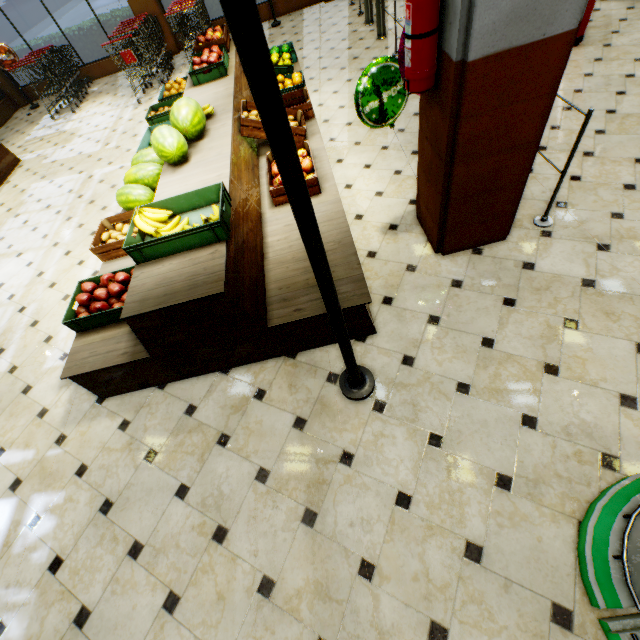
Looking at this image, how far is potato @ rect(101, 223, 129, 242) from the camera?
3.5m

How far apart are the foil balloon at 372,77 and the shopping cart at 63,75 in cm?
925

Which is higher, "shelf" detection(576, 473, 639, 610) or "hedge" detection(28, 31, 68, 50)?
"hedge" detection(28, 31, 68, 50)

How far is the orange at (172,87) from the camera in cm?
550

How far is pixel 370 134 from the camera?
4.6m

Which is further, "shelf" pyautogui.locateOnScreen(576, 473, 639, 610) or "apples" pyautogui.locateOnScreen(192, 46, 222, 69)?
"apples" pyautogui.locateOnScreen(192, 46, 222, 69)

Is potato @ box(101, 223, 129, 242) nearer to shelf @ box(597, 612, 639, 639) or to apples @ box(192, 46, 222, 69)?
apples @ box(192, 46, 222, 69)

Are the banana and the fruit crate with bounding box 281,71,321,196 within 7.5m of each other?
yes
